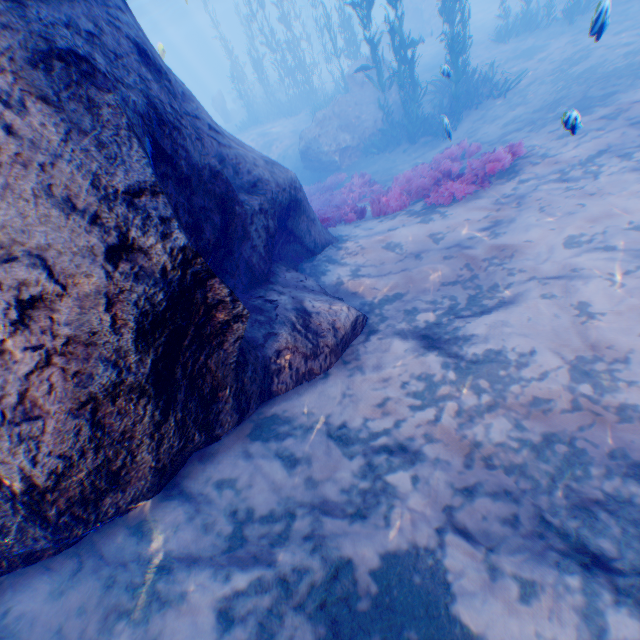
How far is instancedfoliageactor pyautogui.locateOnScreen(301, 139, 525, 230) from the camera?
7.2 meters

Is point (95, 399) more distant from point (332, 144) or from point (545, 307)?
point (332, 144)

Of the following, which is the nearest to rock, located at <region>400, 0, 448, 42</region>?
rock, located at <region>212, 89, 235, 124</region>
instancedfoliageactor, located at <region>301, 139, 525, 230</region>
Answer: instancedfoliageactor, located at <region>301, 139, 525, 230</region>

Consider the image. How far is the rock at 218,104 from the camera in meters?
31.8

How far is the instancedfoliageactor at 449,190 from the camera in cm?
723

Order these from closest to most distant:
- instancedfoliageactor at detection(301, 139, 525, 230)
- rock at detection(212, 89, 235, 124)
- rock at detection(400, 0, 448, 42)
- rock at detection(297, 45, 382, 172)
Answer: instancedfoliageactor at detection(301, 139, 525, 230) < rock at detection(297, 45, 382, 172) < rock at detection(400, 0, 448, 42) < rock at detection(212, 89, 235, 124)

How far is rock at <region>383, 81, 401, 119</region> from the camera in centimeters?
1548cm
